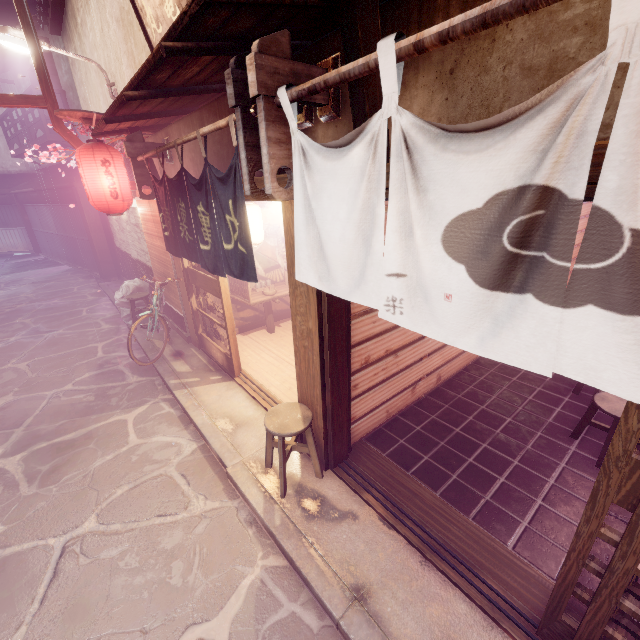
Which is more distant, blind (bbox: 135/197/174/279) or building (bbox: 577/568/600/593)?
blind (bbox: 135/197/174/279)

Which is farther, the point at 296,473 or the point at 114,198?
A: the point at 114,198

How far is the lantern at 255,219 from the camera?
9.0m

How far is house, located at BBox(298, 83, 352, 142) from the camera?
4.2m

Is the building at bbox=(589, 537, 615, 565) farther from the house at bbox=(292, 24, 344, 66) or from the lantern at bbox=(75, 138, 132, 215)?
the lantern at bbox=(75, 138, 132, 215)

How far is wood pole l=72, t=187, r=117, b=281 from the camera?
19.62m

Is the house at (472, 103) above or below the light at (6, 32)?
below
